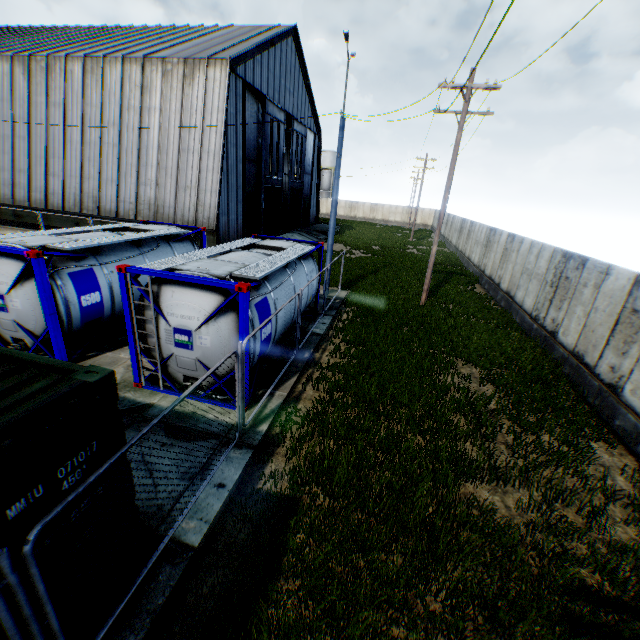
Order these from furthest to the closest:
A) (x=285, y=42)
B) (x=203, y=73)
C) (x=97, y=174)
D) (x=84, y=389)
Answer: (x=285, y=42), (x=97, y=174), (x=203, y=73), (x=84, y=389)

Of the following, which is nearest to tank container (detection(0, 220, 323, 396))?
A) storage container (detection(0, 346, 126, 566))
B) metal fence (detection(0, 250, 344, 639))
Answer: metal fence (detection(0, 250, 344, 639))

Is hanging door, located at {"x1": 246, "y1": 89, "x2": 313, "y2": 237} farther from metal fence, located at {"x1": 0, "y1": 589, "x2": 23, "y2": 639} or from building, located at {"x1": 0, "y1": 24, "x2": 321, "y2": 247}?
metal fence, located at {"x1": 0, "y1": 589, "x2": 23, "y2": 639}

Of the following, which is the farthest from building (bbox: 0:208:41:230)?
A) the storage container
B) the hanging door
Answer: the storage container

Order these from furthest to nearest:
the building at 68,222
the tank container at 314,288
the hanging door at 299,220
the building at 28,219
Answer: the hanging door at 299,220, the building at 28,219, the building at 68,222, the tank container at 314,288

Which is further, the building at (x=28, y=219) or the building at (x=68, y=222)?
the building at (x=28, y=219)

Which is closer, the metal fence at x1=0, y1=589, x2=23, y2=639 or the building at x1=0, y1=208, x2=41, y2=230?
the metal fence at x1=0, y1=589, x2=23, y2=639

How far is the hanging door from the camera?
24.5m
